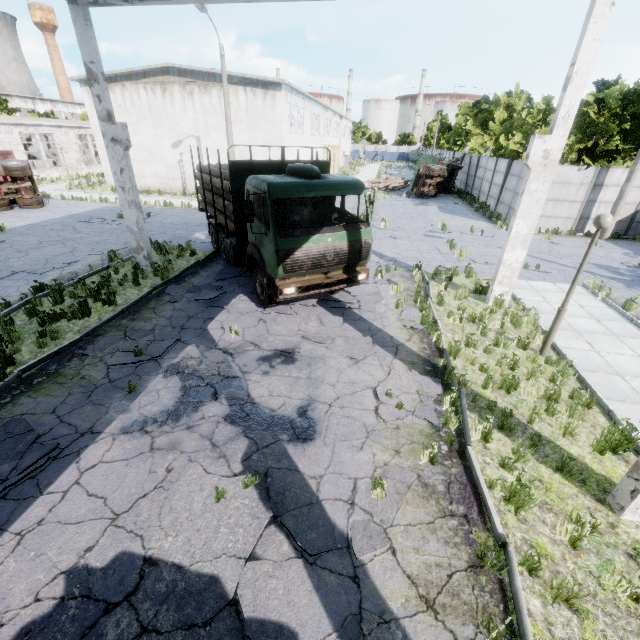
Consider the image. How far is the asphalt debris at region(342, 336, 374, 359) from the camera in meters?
7.8

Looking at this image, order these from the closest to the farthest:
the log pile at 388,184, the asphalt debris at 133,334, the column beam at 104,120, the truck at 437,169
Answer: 1. the asphalt debris at 133,334
2. the column beam at 104,120
3. the truck at 437,169
4. the log pile at 388,184

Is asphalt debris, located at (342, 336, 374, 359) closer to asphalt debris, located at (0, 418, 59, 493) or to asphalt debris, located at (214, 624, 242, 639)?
asphalt debris, located at (214, 624, 242, 639)

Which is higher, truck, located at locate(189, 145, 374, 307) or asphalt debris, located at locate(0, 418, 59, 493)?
truck, located at locate(189, 145, 374, 307)

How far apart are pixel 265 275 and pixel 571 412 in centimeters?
744cm

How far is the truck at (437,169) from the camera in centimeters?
2891cm

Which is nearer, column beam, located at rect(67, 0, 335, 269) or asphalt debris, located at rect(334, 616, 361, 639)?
asphalt debris, located at rect(334, 616, 361, 639)

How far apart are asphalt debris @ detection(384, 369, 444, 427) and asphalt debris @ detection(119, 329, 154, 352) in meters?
5.0
